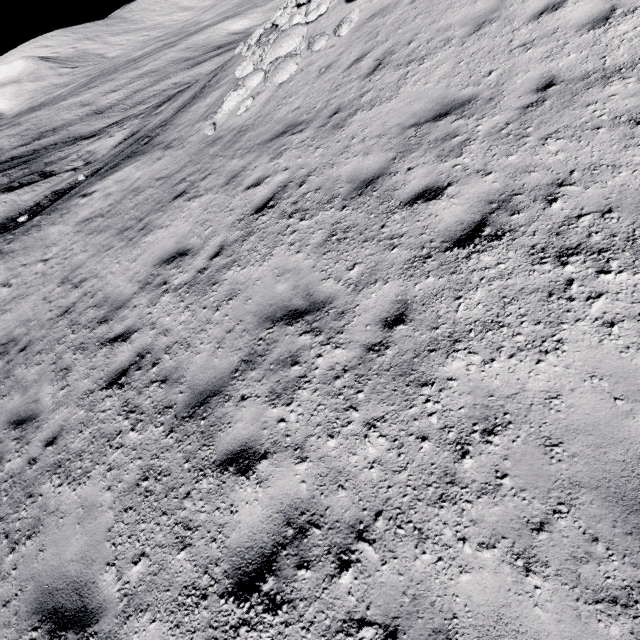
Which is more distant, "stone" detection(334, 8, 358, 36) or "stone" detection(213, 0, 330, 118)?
"stone" detection(213, 0, 330, 118)

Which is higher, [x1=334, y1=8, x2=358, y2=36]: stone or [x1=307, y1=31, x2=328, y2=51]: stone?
[x1=334, y1=8, x2=358, y2=36]: stone

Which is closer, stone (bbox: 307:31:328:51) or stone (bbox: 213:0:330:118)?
stone (bbox: 307:31:328:51)

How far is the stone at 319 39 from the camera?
9.6m

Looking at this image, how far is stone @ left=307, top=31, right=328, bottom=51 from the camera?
9.6m

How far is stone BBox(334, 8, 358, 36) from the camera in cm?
908

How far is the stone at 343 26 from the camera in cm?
908

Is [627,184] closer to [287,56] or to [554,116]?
[554,116]
